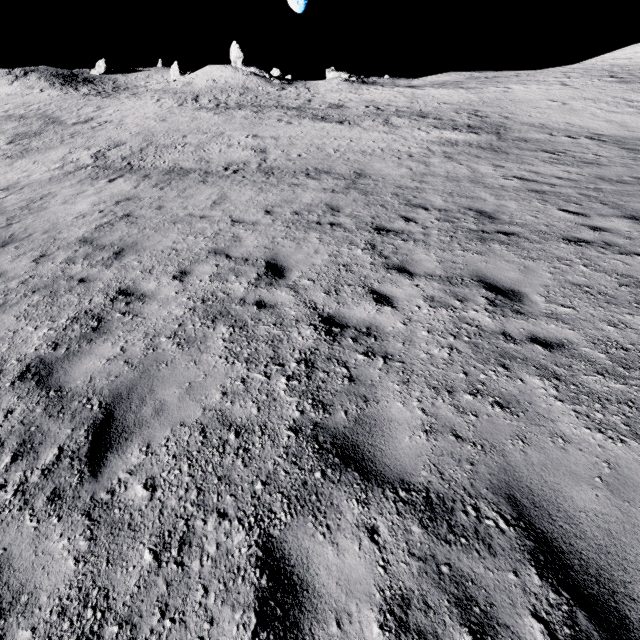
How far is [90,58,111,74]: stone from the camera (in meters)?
57.09

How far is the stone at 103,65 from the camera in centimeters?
5709cm

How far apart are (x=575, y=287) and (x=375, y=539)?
5.2 meters
